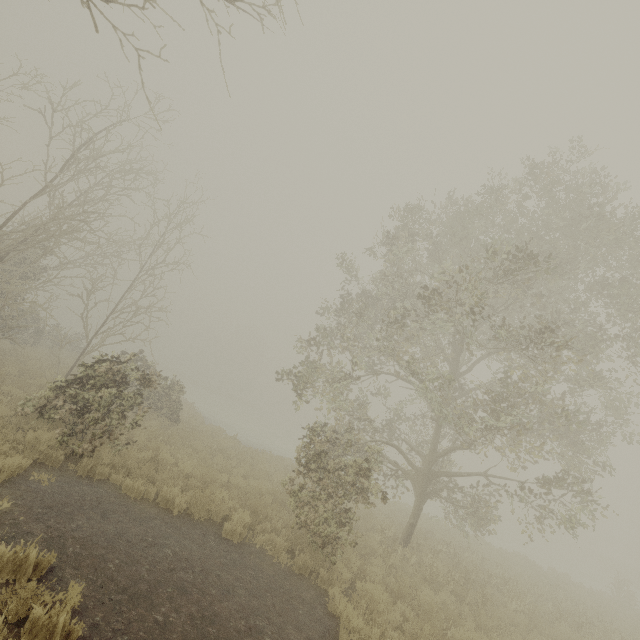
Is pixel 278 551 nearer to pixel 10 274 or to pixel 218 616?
pixel 218 616
